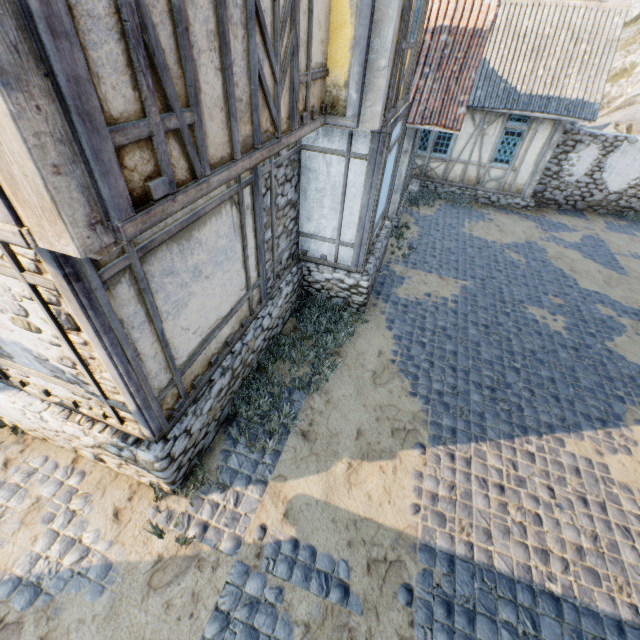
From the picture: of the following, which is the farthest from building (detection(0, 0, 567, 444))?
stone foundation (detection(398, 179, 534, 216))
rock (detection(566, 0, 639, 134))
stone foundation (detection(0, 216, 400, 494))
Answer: rock (detection(566, 0, 639, 134))

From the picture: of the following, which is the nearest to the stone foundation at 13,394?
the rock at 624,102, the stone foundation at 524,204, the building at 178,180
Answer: the building at 178,180

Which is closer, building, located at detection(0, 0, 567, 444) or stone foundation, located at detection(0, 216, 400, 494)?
building, located at detection(0, 0, 567, 444)

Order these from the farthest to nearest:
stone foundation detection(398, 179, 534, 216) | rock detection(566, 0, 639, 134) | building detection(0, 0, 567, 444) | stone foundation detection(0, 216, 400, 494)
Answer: rock detection(566, 0, 639, 134) < stone foundation detection(398, 179, 534, 216) < stone foundation detection(0, 216, 400, 494) < building detection(0, 0, 567, 444)

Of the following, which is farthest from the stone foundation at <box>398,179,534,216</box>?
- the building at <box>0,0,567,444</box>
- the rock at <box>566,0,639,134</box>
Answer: the building at <box>0,0,567,444</box>

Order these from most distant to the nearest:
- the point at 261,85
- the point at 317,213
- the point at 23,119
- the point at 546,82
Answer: the point at 546,82 → the point at 317,213 → the point at 261,85 → the point at 23,119

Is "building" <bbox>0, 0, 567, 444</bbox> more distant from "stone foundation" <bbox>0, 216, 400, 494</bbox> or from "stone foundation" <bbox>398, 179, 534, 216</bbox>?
"stone foundation" <bbox>398, 179, 534, 216</bbox>

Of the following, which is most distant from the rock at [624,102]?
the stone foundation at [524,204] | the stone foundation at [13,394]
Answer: the stone foundation at [13,394]
